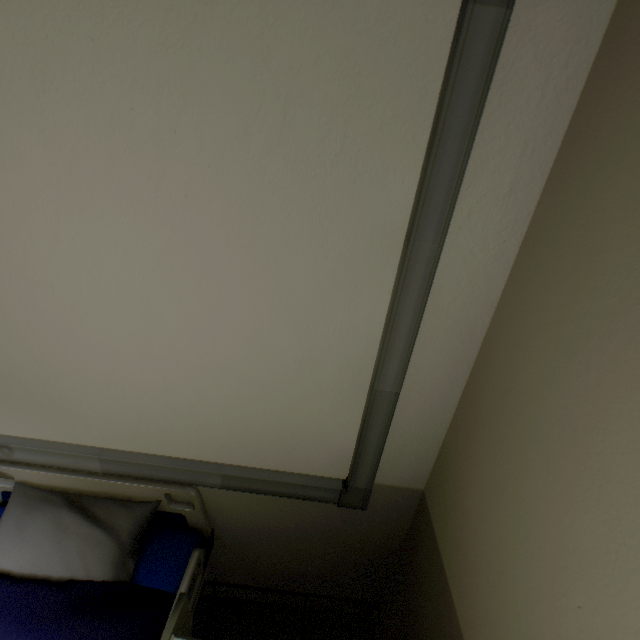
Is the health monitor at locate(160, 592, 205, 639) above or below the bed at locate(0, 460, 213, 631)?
above

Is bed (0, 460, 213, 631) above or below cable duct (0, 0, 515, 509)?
below

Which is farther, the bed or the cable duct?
the bed

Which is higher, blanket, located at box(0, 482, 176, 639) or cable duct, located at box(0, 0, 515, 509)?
cable duct, located at box(0, 0, 515, 509)

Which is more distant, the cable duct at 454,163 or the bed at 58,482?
the bed at 58,482

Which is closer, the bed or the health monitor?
the health monitor

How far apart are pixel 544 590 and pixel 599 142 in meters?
1.0

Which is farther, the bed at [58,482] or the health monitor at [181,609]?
the bed at [58,482]
